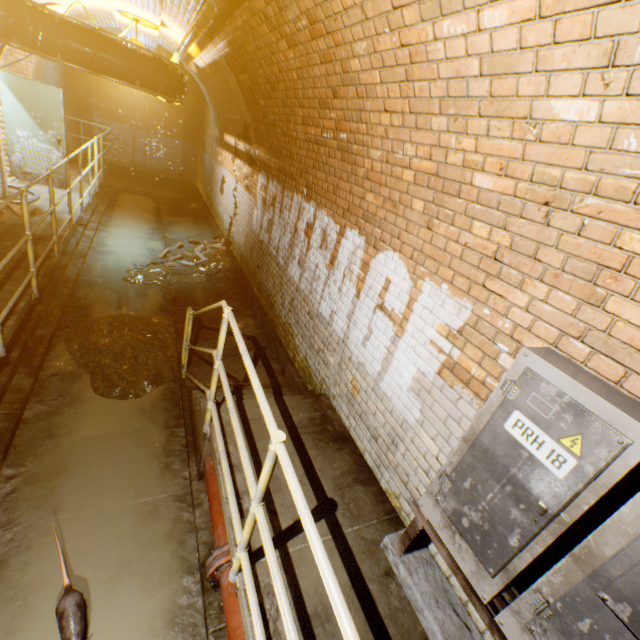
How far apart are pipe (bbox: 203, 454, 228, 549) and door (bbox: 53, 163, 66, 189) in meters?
8.2 m

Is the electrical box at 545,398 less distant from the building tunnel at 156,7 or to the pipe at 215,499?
the building tunnel at 156,7

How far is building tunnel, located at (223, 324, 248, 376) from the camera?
5.0m

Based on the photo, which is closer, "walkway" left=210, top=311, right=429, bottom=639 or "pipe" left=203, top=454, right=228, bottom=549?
"walkway" left=210, top=311, right=429, bottom=639

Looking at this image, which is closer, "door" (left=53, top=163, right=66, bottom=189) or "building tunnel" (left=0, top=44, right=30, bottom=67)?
"building tunnel" (left=0, top=44, right=30, bottom=67)

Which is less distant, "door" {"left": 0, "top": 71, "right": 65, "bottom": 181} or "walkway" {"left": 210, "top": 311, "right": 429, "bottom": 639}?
"walkway" {"left": 210, "top": 311, "right": 429, "bottom": 639}

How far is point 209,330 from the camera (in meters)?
5.82

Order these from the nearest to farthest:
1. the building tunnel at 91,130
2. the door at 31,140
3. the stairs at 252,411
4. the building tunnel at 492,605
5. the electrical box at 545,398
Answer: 1. the electrical box at 545,398
2. the building tunnel at 492,605
3. the stairs at 252,411
4. the door at 31,140
5. the building tunnel at 91,130
